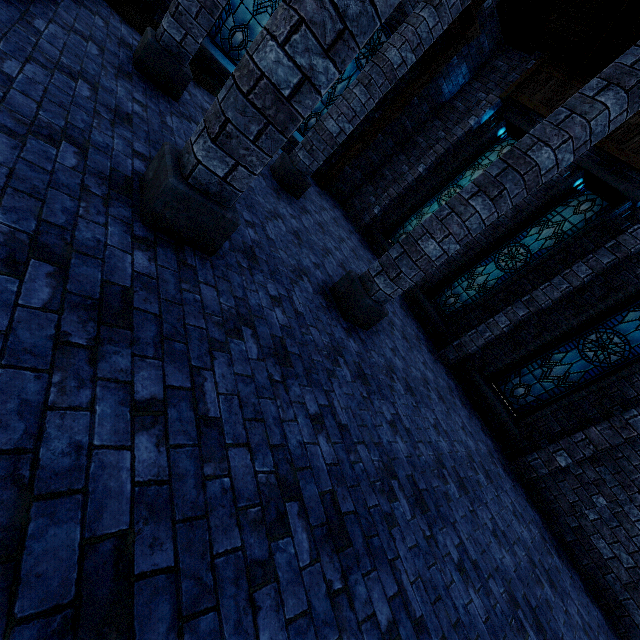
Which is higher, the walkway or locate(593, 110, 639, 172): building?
locate(593, 110, 639, 172): building

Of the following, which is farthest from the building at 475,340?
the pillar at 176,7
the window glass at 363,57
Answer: the window glass at 363,57

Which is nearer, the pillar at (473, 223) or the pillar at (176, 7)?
the pillar at (473, 223)

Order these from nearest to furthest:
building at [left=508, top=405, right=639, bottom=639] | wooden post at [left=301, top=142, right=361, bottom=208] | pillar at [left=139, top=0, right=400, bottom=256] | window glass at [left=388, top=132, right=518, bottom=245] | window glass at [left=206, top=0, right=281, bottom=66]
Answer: pillar at [left=139, top=0, right=400, bottom=256], building at [left=508, top=405, right=639, bottom=639], window glass at [left=206, top=0, right=281, bottom=66], wooden post at [left=301, top=142, right=361, bottom=208], window glass at [left=388, top=132, right=518, bottom=245]

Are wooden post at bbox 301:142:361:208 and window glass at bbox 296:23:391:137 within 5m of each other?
yes

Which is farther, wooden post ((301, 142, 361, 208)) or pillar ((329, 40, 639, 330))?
wooden post ((301, 142, 361, 208))

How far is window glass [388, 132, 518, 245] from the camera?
9.8m

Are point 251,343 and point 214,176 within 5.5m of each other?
yes
